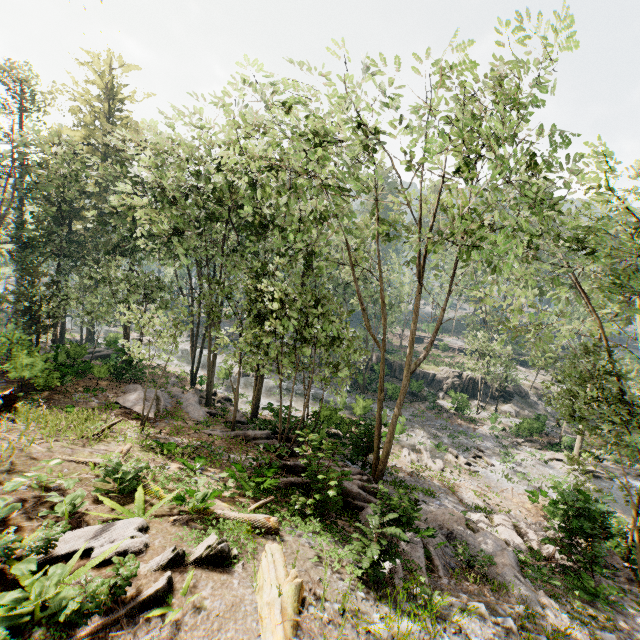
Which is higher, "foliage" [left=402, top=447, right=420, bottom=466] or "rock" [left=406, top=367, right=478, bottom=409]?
"rock" [left=406, top=367, right=478, bottom=409]

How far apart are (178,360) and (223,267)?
17.4m

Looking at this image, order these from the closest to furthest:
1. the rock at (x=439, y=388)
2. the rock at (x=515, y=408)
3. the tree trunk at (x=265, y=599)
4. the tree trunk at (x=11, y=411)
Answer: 1. the tree trunk at (x=265, y=599)
2. the tree trunk at (x=11, y=411)
3. the rock at (x=439, y=388)
4. the rock at (x=515, y=408)

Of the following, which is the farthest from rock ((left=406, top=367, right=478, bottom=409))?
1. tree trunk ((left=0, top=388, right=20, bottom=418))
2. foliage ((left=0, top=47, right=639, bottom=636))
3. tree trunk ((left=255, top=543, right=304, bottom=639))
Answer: tree trunk ((left=0, top=388, right=20, bottom=418))

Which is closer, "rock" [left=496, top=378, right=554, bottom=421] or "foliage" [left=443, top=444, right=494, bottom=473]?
"foliage" [left=443, top=444, right=494, bottom=473]

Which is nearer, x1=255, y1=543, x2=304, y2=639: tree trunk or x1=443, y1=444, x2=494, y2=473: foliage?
x1=255, y1=543, x2=304, y2=639: tree trunk

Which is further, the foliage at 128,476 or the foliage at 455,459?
the foliage at 455,459

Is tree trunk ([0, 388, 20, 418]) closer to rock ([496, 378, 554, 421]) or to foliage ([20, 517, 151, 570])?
foliage ([20, 517, 151, 570])
